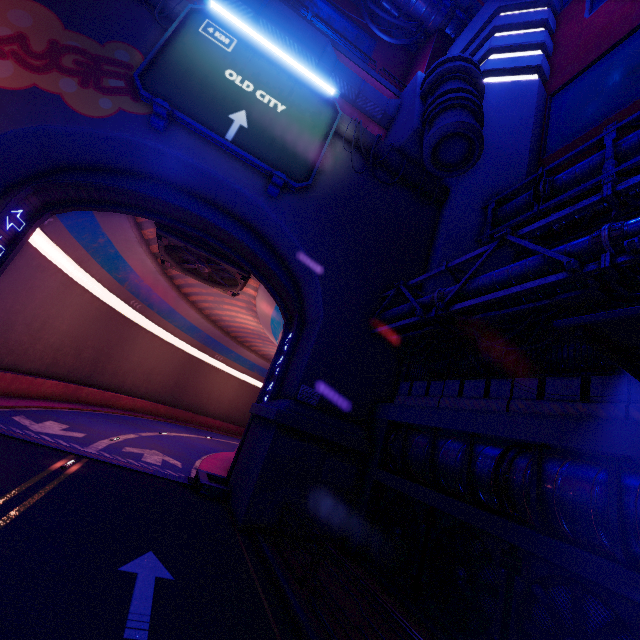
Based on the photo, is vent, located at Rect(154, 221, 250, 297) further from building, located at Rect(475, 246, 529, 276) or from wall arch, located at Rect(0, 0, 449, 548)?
building, located at Rect(475, 246, 529, 276)

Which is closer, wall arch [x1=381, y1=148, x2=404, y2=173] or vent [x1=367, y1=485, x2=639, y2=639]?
vent [x1=367, y1=485, x2=639, y2=639]

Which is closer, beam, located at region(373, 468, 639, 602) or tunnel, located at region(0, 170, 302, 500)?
beam, located at region(373, 468, 639, 602)

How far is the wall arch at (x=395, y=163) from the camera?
17.1 meters

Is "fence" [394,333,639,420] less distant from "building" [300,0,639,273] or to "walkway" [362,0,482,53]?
"building" [300,0,639,273]

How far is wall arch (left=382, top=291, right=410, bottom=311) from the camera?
15.63m

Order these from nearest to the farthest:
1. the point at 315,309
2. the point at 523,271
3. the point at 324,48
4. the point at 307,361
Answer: the point at 523,271, the point at 307,361, the point at 315,309, the point at 324,48

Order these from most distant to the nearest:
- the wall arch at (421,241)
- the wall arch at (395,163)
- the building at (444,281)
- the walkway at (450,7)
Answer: the walkway at (450,7)
the wall arch at (395,163)
the building at (444,281)
the wall arch at (421,241)
